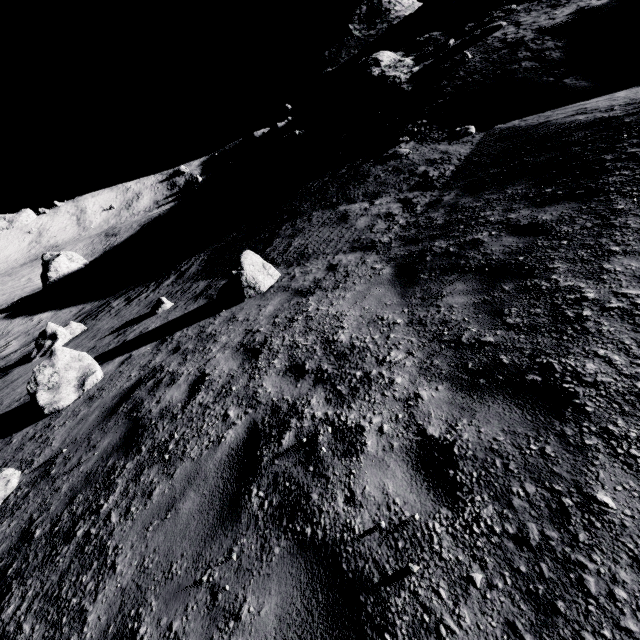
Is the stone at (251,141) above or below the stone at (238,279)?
above

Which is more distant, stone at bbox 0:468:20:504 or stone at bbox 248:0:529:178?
stone at bbox 248:0:529:178

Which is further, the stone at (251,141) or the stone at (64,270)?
the stone at (251,141)

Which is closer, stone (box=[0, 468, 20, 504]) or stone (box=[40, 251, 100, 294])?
stone (box=[0, 468, 20, 504])

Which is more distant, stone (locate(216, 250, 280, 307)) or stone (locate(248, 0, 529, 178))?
stone (locate(248, 0, 529, 178))

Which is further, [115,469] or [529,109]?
[529,109]

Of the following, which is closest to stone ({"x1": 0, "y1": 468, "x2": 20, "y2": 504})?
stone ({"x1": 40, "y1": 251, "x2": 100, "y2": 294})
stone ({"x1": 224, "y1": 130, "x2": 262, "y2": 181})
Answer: stone ({"x1": 40, "y1": 251, "x2": 100, "y2": 294})

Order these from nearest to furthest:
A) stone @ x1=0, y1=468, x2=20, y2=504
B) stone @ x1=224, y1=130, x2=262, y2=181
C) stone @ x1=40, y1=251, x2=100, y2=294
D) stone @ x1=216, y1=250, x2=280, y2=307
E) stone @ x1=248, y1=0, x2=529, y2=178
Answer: stone @ x1=0, y1=468, x2=20, y2=504 < stone @ x1=216, y1=250, x2=280, y2=307 < stone @ x1=248, y1=0, x2=529, y2=178 < stone @ x1=40, y1=251, x2=100, y2=294 < stone @ x1=224, y1=130, x2=262, y2=181
